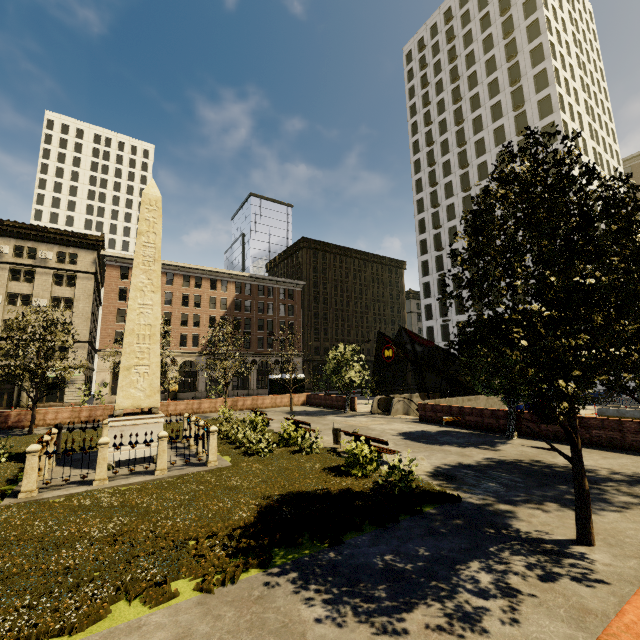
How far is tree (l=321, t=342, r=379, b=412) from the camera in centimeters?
2605cm

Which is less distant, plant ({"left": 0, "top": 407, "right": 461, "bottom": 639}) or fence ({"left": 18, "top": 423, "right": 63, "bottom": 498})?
plant ({"left": 0, "top": 407, "right": 461, "bottom": 639})

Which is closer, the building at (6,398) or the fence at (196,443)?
the fence at (196,443)

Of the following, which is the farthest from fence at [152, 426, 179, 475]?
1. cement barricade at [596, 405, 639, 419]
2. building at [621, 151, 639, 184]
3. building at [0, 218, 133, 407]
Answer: building at [621, 151, 639, 184]

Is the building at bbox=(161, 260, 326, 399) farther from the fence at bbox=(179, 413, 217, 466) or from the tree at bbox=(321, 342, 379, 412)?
the fence at bbox=(179, 413, 217, 466)

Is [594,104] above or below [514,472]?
above

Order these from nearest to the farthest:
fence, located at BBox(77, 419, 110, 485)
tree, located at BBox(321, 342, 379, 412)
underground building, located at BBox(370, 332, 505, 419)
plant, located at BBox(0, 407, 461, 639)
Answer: plant, located at BBox(0, 407, 461, 639)
fence, located at BBox(77, 419, 110, 485)
underground building, located at BBox(370, 332, 505, 419)
tree, located at BBox(321, 342, 379, 412)

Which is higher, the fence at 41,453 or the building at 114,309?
the building at 114,309
